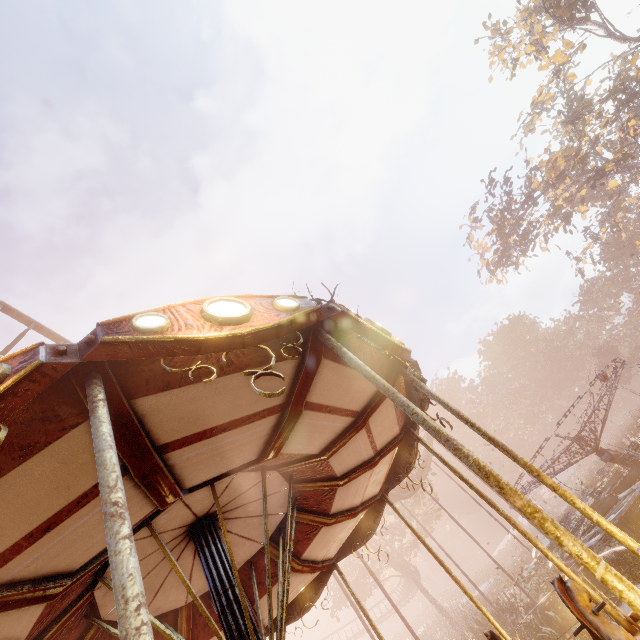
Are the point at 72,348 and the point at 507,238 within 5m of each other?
no

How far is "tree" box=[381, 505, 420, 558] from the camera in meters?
30.1 m

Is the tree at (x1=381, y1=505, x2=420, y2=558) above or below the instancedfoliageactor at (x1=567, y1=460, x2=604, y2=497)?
above

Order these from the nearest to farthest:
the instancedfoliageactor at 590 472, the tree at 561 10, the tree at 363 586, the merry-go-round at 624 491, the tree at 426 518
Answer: the merry-go-round at 624 491 < the instancedfoliageactor at 590 472 < the tree at 363 586 < the tree at 561 10 < the tree at 426 518

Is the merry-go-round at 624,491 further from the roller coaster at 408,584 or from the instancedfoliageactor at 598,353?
the instancedfoliageactor at 598,353

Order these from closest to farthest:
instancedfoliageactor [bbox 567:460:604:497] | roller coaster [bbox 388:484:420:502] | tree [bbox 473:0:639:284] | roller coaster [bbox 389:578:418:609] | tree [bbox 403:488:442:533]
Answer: instancedfoliageactor [bbox 567:460:604:497], roller coaster [bbox 388:484:420:502], tree [bbox 473:0:639:284], tree [bbox 403:488:442:533], roller coaster [bbox 389:578:418:609]

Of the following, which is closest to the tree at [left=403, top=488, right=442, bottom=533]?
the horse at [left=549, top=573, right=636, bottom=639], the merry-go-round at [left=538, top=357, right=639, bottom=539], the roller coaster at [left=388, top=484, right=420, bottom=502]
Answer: the roller coaster at [left=388, top=484, right=420, bottom=502]
